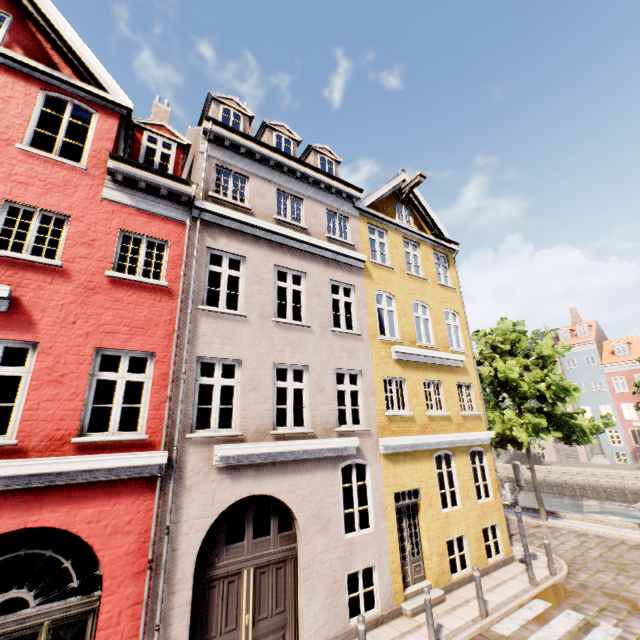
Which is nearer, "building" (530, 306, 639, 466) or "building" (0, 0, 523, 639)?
"building" (0, 0, 523, 639)

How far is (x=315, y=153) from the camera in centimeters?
1316cm

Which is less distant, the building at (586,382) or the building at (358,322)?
the building at (358,322)
